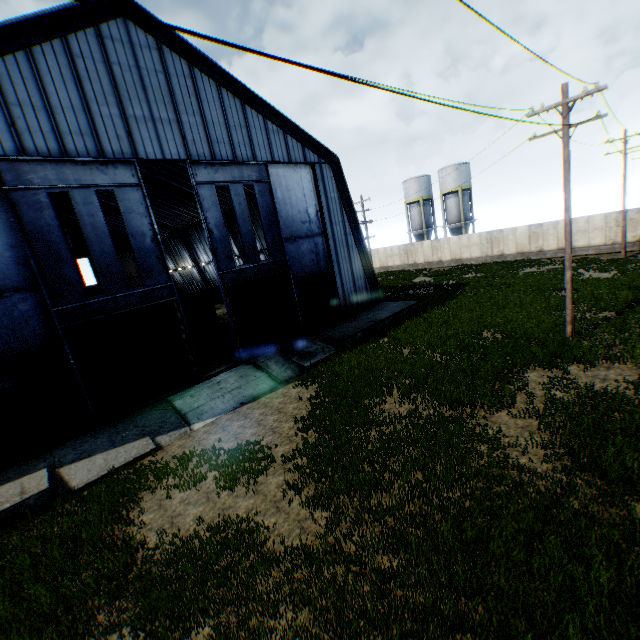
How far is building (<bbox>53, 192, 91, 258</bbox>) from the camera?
38.44m

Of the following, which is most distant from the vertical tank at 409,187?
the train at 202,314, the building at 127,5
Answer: the train at 202,314

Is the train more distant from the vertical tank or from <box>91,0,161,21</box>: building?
the vertical tank

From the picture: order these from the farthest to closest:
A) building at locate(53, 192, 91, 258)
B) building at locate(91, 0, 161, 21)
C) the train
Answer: building at locate(53, 192, 91, 258)
the train
building at locate(91, 0, 161, 21)

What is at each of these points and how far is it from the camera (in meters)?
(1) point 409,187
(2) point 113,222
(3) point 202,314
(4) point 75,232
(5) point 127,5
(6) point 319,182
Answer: (1) vertical tank, 47.66
(2) building, 45.00
(3) train, 24.31
(4) building, 49.88
(5) building, 13.52
(6) building, 21.31

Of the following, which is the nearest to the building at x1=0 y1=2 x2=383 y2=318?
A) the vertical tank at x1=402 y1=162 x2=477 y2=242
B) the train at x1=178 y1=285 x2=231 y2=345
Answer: the train at x1=178 y1=285 x2=231 y2=345
